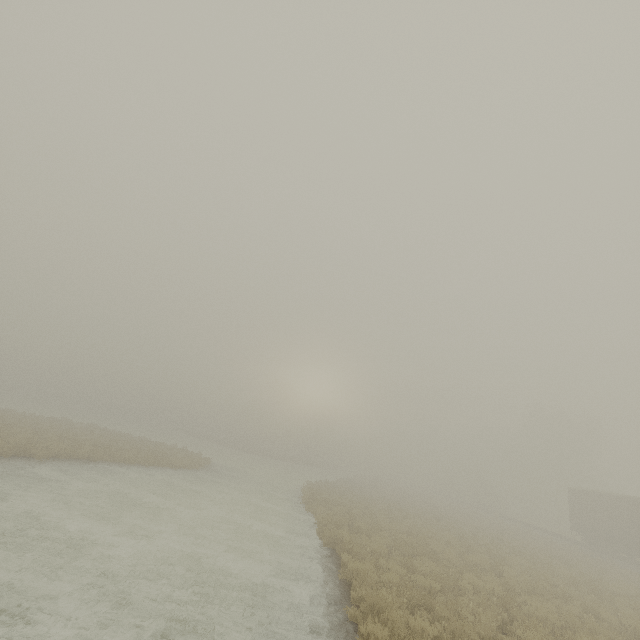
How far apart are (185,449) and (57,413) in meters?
35.5
